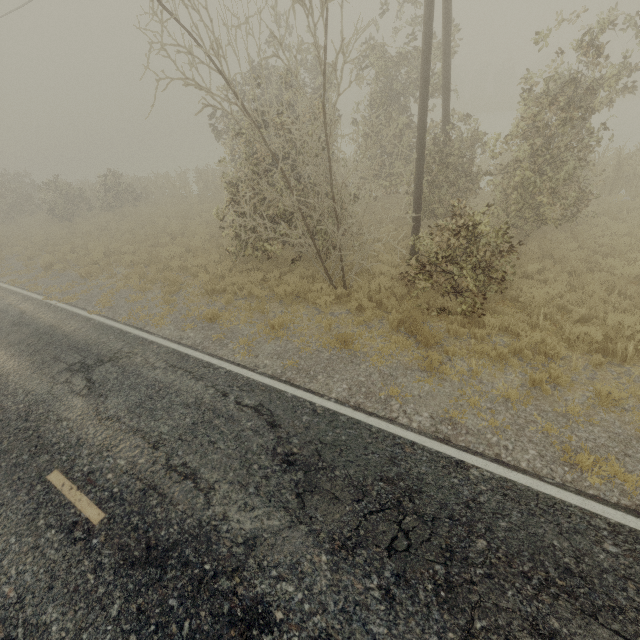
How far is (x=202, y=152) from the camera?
48.62m
